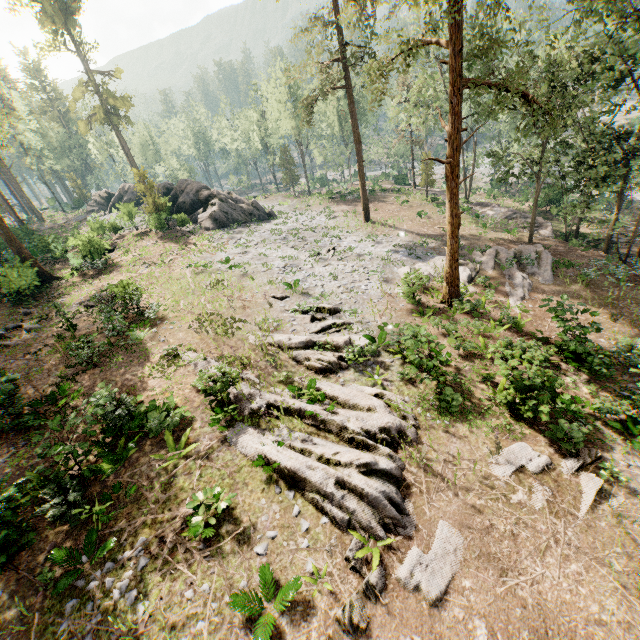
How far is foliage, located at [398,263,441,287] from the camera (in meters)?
18.67

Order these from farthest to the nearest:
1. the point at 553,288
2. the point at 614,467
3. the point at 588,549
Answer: the point at 553,288, the point at 614,467, the point at 588,549

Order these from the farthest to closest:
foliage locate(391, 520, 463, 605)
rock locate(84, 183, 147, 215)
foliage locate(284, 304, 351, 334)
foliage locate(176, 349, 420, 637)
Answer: rock locate(84, 183, 147, 215) → foliage locate(284, 304, 351, 334) → foliage locate(176, 349, 420, 637) → foliage locate(391, 520, 463, 605)

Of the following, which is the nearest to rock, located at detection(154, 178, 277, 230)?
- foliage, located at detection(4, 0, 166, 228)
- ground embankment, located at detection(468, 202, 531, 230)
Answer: foliage, located at detection(4, 0, 166, 228)

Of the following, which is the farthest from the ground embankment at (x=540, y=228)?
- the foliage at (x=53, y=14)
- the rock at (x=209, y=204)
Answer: the rock at (x=209, y=204)

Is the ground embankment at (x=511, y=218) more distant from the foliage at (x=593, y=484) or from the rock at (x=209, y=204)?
the rock at (x=209, y=204)
